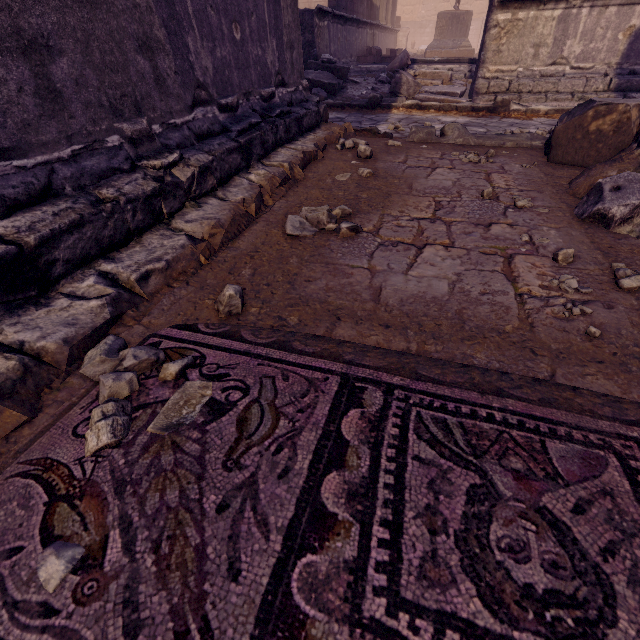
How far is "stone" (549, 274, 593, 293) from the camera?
1.5 meters

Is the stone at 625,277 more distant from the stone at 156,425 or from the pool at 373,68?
the pool at 373,68

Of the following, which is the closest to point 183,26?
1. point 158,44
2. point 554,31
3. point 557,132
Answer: point 158,44

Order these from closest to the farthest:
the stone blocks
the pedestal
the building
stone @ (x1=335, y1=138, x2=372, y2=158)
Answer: the building < stone @ (x1=335, y1=138, x2=372, y2=158) < the stone blocks < the pedestal

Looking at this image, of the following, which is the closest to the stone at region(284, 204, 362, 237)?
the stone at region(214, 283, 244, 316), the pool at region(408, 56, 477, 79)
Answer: the stone at region(214, 283, 244, 316)

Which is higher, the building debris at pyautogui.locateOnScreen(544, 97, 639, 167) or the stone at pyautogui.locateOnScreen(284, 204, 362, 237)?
the building debris at pyautogui.locateOnScreen(544, 97, 639, 167)

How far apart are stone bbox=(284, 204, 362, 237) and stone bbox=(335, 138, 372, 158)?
1.6m

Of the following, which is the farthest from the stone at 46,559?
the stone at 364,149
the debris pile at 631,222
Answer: the stone at 364,149
